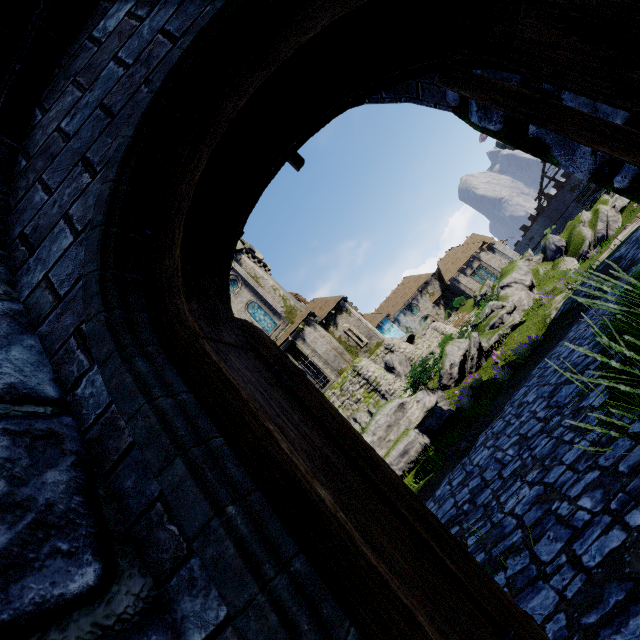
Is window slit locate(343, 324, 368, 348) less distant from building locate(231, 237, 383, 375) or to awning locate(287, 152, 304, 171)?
building locate(231, 237, 383, 375)

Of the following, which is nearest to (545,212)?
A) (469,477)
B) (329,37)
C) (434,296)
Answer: (434,296)

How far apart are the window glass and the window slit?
5.8 meters

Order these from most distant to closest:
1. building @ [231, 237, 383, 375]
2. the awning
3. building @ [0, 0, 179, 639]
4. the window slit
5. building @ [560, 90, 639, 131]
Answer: the window slit
building @ [231, 237, 383, 375]
the awning
building @ [560, 90, 639, 131]
building @ [0, 0, 179, 639]

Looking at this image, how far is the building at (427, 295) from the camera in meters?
41.3 m

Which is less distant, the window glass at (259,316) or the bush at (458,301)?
the window glass at (259,316)

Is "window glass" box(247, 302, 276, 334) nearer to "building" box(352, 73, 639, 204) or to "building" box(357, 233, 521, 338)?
"building" box(357, 233, 521, 338)

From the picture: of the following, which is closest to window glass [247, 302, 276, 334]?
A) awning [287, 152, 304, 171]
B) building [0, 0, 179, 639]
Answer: building [0, 0, 179, 639]
